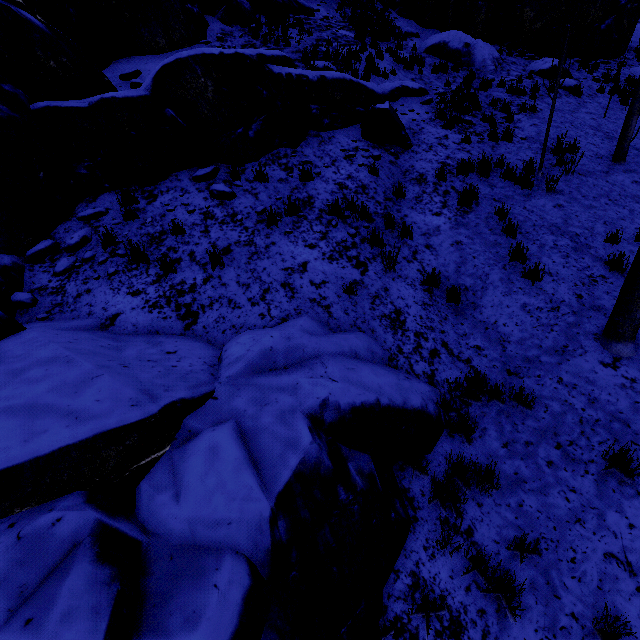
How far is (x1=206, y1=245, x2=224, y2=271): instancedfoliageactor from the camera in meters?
5.2

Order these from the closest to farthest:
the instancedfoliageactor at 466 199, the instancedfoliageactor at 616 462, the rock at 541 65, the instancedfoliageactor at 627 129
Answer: the instancedfoliageactor at 616 462 < the instancedfoliageactor at 466 199 < the instancedfoliageactor at 627 129 < the rock at 541 65

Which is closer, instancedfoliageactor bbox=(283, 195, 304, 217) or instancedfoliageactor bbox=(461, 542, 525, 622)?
instancedfoliageactor bbox=(461, 542, 525, 622)

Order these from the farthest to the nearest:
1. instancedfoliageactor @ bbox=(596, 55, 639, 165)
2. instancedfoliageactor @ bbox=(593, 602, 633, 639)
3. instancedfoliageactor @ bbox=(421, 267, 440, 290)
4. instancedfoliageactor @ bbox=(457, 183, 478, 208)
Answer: instancedfoliageactor @ bbox=(596, 55, 639, 165), instancedfoliageactor @ bbox=(457, 183, 478, 208), instancedfoliageactor @ bbox=(421, 267, 440, 290), instancedfoliageactor @ bbox=(593, 602, 633, 639)

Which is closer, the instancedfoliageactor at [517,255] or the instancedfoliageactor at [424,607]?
the instancedfoliageactor at [424,607]

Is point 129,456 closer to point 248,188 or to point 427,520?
point 427,520
